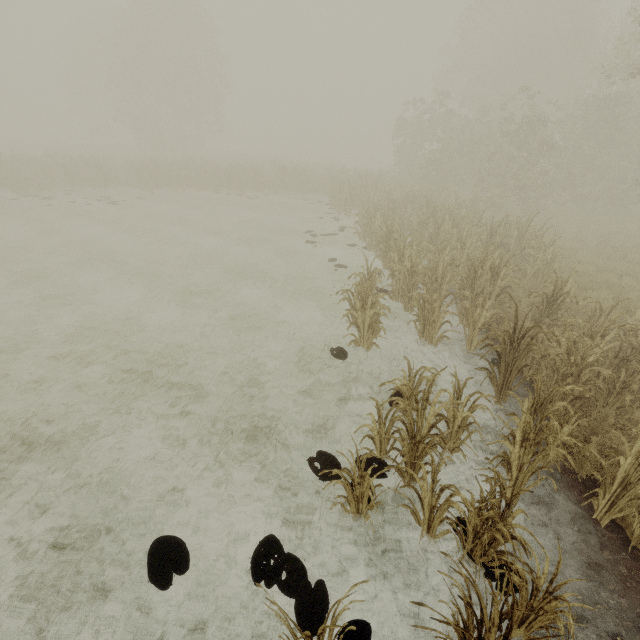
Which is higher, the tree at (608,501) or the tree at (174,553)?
the tree at (608,501)

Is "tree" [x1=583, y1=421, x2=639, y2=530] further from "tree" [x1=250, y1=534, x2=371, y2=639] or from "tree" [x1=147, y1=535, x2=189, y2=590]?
"tree" [x1=147, y1=535, x2=189, y2=590]

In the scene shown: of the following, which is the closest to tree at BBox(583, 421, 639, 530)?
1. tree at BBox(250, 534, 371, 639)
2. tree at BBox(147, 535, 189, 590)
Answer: tree at BBox(250, 534, 371, 639)

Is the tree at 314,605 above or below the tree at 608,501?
below

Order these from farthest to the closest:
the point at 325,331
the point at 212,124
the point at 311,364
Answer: the point at 212,124 → the point at 325,331 → the point at 311,364

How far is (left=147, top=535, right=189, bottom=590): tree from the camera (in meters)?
3.29
